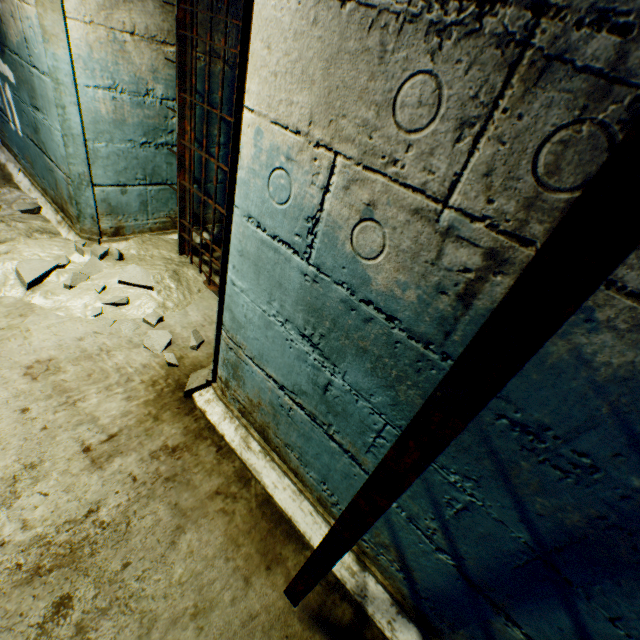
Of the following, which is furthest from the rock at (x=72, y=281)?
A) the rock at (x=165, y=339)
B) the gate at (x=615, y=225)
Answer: the gate at (x=615, y=225)

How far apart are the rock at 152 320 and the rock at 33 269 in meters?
0.2 m

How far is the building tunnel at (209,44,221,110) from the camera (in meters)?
2.53

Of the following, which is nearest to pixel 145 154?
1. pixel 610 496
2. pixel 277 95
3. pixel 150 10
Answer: pixel 150 10

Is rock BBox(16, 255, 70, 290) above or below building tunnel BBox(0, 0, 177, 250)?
below

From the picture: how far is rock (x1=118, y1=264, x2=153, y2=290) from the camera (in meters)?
2.41

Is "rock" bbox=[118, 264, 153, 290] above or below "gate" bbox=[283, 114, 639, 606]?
below

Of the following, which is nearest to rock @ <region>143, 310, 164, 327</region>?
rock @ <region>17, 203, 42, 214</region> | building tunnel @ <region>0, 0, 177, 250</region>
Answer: building tunnel @ <region>0, 0, 177, 250</region>
